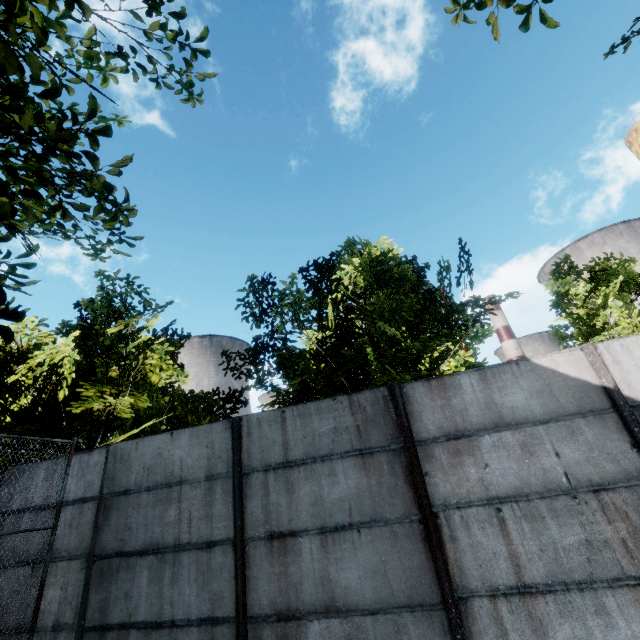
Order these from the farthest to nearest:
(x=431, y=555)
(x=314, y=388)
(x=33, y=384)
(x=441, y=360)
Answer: (x=314, y=388) < (x=441, y=360) < (x=33, y=384) < (x=431, y=555)
